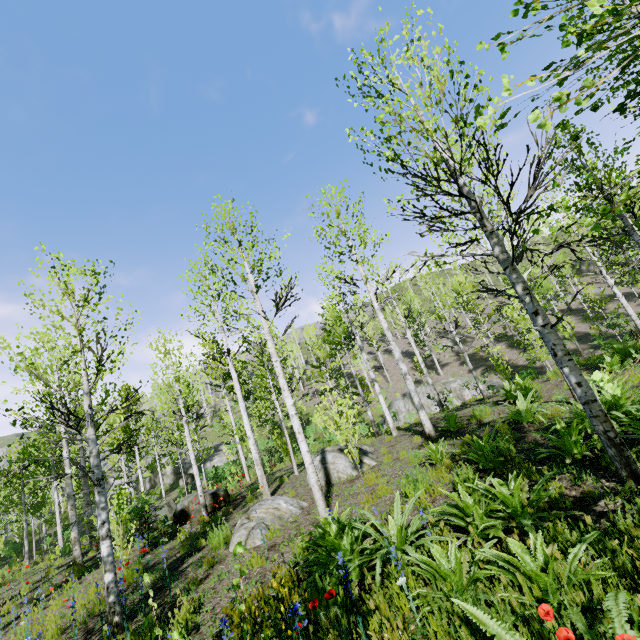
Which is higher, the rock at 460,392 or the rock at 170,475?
the rock at 170,475

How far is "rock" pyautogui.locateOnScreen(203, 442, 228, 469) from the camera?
35.9 meters

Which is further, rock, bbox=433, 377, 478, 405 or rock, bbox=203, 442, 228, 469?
rock, bbox=203, 442, 228, 469

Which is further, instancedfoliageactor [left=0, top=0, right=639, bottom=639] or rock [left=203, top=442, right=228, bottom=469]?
rock [left=203, top=442, right=228, bottom=469]

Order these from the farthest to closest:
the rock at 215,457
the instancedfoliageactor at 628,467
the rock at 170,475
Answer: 1. the rock at 215,457
2. the rock at 170,475
3. the instancedfoliageactor at 628,467

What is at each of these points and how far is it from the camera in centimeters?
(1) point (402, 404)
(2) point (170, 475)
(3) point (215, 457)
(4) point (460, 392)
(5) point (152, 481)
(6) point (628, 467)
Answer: (1) rock, 2505cm
(2) rock, 3891cm
(3) rock, 3697cm
(4) rock, 2303cm
(5) rock, 4000cm
(6) instancedfoliageactor, 360cm

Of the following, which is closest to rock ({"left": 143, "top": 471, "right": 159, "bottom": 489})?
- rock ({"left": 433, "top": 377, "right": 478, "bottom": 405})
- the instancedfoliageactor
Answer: the instancedfoliageactor
